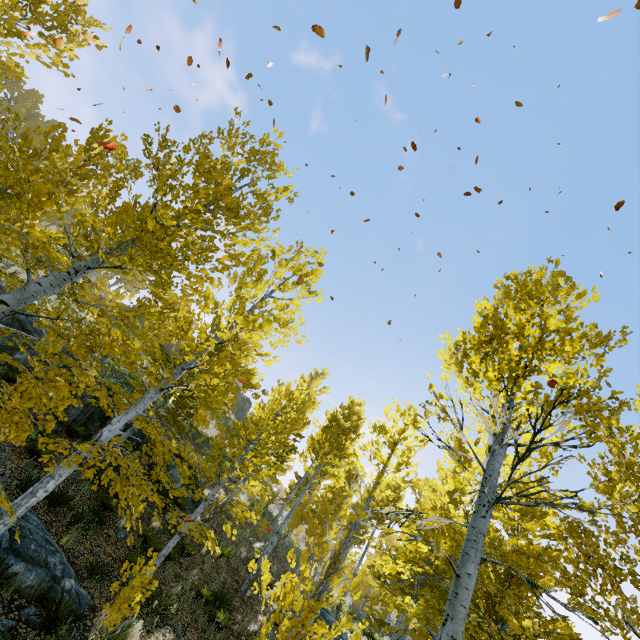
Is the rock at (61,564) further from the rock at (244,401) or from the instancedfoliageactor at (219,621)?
the rock at (244,401)

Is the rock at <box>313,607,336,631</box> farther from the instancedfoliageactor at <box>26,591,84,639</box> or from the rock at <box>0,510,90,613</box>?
the rock at <box>0,510,90,613</box>

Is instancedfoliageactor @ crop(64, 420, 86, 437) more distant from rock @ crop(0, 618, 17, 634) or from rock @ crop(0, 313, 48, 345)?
rock @ crop(0, 313, 48, 345)

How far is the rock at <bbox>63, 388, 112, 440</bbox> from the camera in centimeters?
1260cm

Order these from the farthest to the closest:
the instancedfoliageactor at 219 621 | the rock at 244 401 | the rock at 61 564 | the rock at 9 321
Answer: the rock at 244 401, the rock at 9 321, the instancedfoliageactor at 219 621, the rock at 61 564

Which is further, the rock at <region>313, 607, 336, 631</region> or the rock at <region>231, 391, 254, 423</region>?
the rock at <region>231, 391, 254, 423</region>

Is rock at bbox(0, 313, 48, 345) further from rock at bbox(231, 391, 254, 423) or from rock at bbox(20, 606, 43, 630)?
rock at bbox(231, 391, 254, 423)

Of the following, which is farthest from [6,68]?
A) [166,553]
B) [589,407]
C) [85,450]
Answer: [589,407]
